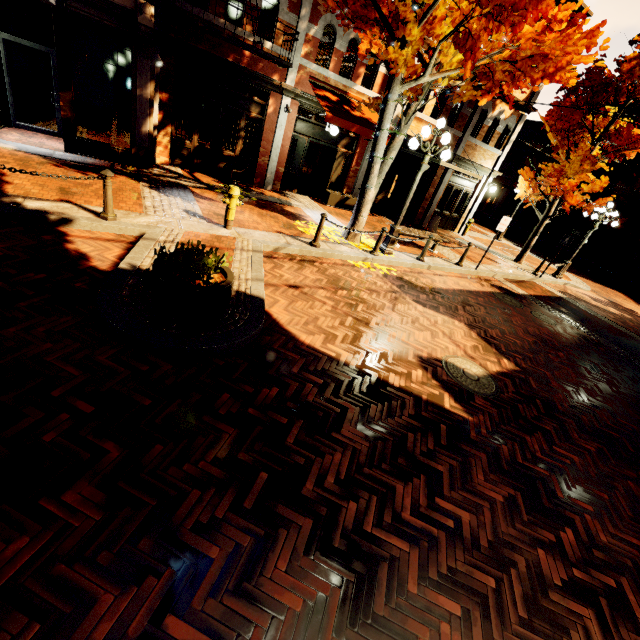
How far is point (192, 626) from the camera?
1.99m

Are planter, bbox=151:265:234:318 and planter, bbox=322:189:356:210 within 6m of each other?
no

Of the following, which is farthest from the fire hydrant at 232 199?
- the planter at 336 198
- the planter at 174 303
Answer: the planter at 336 198

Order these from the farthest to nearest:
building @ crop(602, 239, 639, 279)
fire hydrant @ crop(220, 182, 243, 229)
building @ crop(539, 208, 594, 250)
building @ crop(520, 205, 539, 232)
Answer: building @ crop(520, 205, 539, 232)
building @ crop(539, 208, 594, 250)
building @ crop(602, 239, 639, 279)
fire hydrant @ crop(220, 182, 243, 229)

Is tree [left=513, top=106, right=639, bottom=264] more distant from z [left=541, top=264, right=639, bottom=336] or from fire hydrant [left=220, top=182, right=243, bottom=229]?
fire hydrant [left=220, top=182, right=243, bottom=229]

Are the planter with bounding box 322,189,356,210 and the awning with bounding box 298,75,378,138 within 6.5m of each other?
yes

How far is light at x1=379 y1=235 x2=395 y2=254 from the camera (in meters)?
9.63

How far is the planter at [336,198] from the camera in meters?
13.1
